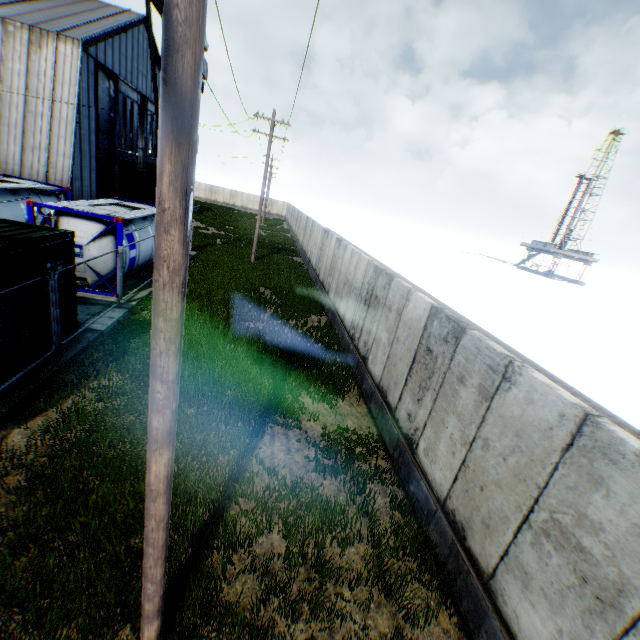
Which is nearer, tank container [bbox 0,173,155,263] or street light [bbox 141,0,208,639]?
street light [bbox 141,0,208,639]

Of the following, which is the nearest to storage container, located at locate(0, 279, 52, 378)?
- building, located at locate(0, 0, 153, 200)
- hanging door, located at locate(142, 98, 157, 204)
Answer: building, located at locate(0, 0, 153, 200)

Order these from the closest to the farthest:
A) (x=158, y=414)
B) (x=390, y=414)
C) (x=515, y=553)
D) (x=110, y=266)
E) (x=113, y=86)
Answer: (x=158, y=414) < (x=515, y=553) < (x=390, y=414) < (x=110, y=266) < (x=113, y=86)

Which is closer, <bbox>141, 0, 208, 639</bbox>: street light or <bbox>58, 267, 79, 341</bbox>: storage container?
<bbox>141, 0, 208, 639</bbox>: street light

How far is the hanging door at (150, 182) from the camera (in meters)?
33.56

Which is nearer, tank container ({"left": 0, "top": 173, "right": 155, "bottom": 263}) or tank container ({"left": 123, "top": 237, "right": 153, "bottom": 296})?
tank container ({"left": 0, "top": 173, "right": 155, "bottom": 263})

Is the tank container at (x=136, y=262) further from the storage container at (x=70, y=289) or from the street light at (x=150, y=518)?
the street light at (x=150, y=518)

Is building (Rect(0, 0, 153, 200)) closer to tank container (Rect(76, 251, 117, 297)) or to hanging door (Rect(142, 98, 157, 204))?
hanging door (Rect(142, 98, 157, 204))
